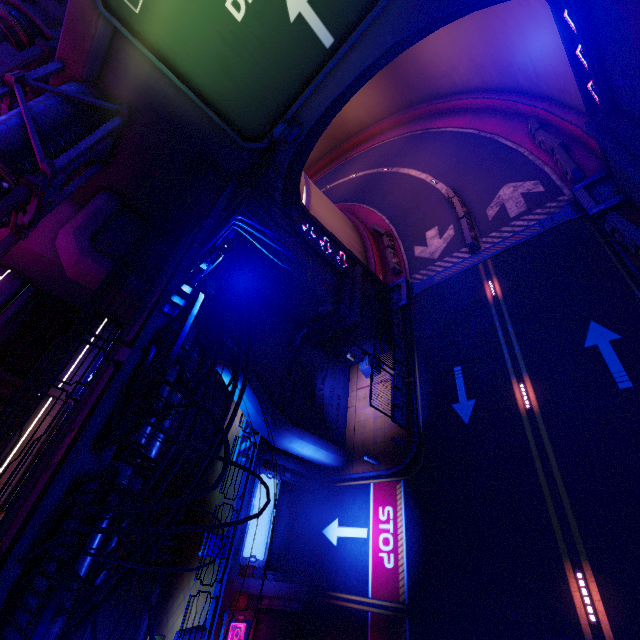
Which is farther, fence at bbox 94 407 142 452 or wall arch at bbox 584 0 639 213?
wall arch at bbox 584 0 639 213

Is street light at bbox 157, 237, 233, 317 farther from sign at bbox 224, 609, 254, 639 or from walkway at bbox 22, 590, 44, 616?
sign at bbox 224, 609, 254, 639

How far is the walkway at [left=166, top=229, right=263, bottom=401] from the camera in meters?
9.0 m

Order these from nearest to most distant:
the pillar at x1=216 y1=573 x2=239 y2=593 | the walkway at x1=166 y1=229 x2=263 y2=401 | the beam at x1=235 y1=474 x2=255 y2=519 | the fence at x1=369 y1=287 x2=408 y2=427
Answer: the walkway at x1=166 y1=229 x2=263 y2=401 → the pillar at x1=216 y1=573 x2=239 y2=593 → the beam at x1=235 y1=474 x2=255 y2=519 → the fence at x1=369 y1=287 x2=408 y2=427

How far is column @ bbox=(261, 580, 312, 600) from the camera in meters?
13.8 m

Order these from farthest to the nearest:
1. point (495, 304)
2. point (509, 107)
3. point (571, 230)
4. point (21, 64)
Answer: point (509, 107) < point (495, 304) < point (571, 230) < point (21, 64)

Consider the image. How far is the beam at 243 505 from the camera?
14.4 meters

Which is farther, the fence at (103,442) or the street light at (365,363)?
the street light at (365,363)
